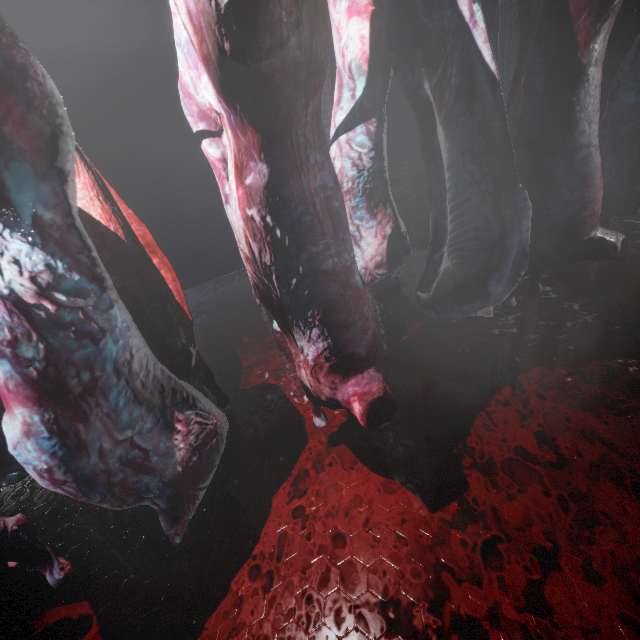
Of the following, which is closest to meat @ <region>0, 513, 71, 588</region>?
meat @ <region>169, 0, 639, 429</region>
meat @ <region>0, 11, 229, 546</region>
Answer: meat @ <region>0, 11, 229, 546</region>

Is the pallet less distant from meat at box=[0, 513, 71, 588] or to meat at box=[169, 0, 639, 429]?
meat at box=[169, 0, 639, 429]

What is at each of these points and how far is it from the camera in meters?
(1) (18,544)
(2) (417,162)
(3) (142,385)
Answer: (1) meat, 1.0 m
(2) pallet, 3.8 m
(3) meat, 0.9 m

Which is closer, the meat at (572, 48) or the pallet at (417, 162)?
the meat at (572, 48)

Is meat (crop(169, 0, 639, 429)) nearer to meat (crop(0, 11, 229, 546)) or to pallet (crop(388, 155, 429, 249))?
meat (crop(0, 11, 229, 546))

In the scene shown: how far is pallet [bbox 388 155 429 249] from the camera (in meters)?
3.35

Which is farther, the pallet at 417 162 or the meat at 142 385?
the pallet at 417 162
